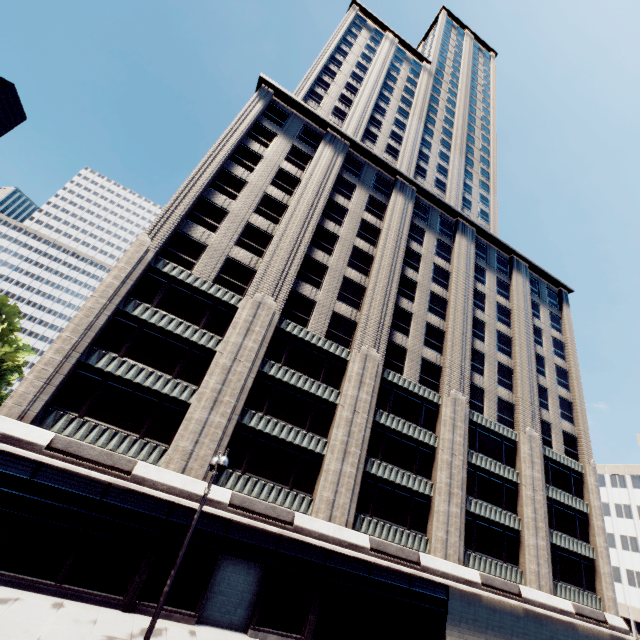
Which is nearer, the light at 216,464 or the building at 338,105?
the light at 216,464

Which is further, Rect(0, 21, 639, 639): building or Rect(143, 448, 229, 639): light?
Rect(0, 21, 639, 639): building

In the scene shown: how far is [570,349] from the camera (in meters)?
41.97
